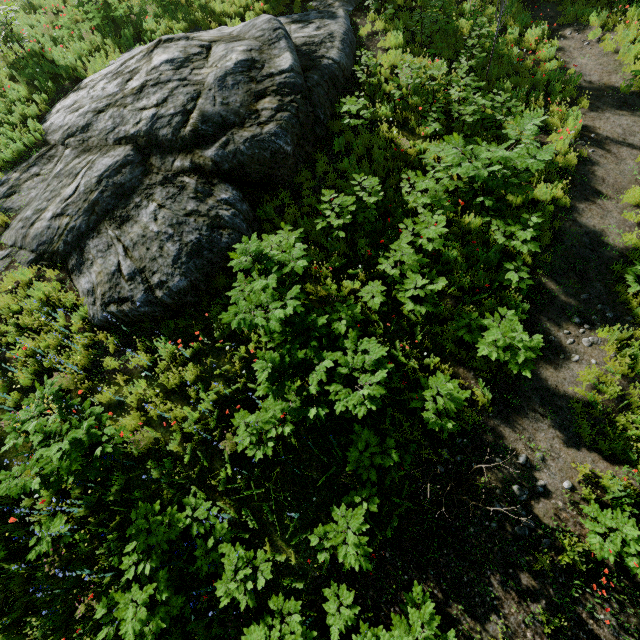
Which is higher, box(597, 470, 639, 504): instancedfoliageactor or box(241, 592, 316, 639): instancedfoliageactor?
box(241, 592, 316, 639): instancedfoliageactor

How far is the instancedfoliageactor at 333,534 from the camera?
4.7m

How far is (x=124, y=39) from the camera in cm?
1171

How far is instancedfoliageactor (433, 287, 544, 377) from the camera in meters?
5.6 m

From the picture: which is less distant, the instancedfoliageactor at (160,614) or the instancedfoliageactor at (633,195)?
the instancedfoliageactor at (160,614)

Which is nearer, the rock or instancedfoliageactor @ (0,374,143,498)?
instancedfoliageactor @ (0,374,143,498)
